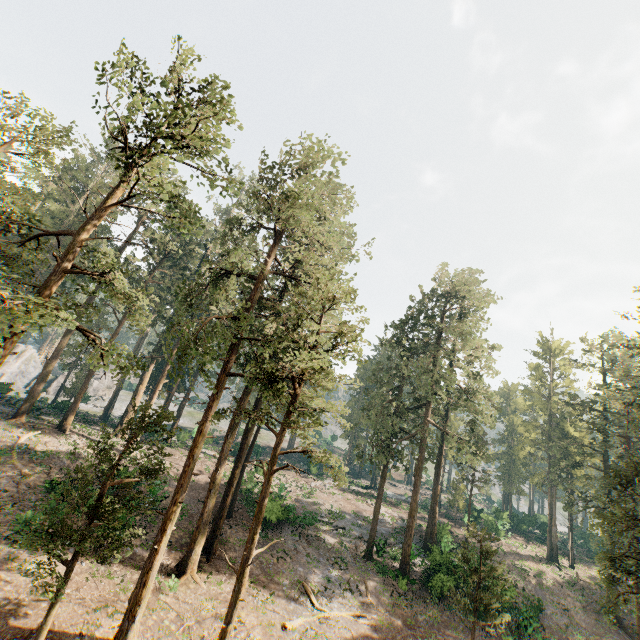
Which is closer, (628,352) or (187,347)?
(187,347)

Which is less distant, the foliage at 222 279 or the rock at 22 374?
the foliage at 222 279

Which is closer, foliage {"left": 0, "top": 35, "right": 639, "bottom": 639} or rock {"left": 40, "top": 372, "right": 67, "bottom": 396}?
foliage {"left": 0, "top": 35, "right": 639, "bottom": 639}

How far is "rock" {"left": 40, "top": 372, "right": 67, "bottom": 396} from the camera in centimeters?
5472cm

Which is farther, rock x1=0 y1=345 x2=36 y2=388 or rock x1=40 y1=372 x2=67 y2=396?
rock x1=40 y1=372 x2=67 y2=396

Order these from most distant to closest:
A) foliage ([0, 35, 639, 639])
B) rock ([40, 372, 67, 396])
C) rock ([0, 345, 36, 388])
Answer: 1. rock ([40, 372, 67, 396])
2. rock ([0, 345, 36, 388])
3. foliage ([0, 35, 639, 639])

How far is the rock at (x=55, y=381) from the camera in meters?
54.7 m

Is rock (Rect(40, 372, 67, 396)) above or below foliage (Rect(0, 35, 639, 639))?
below
